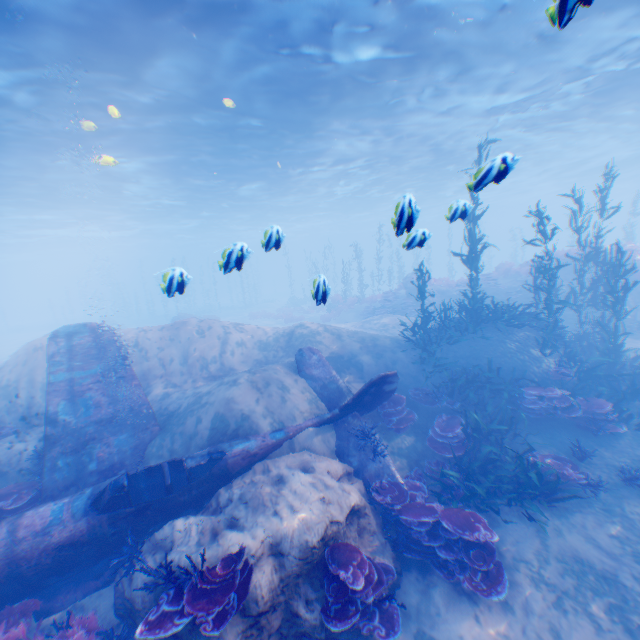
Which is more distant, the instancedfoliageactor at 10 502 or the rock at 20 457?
the rock at 20 457

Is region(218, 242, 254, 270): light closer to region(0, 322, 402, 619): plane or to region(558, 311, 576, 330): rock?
region(0, 322, 402, 619): plane

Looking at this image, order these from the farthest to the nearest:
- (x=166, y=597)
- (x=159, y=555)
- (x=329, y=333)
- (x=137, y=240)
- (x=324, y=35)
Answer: (x=137, y=240), (x=329, y=333), (x=324, y=35), (x=159, y=555), (x=166, y=597)

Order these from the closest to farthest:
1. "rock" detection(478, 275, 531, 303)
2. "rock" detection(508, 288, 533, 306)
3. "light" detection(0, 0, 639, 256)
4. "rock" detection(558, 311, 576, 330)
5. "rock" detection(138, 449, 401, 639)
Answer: "rock" detection(138, 449, 401, 639)
"light" detection(0, 0, 639, 256)
"rock" detection(558, 311, 576, 330)
"rock" detection(508, 288, 533, 306)
"rock" detection(478, 275, 531, 303)

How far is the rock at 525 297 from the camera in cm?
1956

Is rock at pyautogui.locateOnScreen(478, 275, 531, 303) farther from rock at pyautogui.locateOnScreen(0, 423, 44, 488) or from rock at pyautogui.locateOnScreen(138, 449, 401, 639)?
rock at pyautogui.locateOnScreen(0, 423, 44, 488)

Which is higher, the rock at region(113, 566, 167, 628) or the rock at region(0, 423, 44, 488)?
the rock at region(0, 423, 44, 488)

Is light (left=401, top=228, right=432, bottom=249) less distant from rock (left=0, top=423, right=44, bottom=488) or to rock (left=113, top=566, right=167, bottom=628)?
rock (left=113, top=566, right=167, bottom=628)
